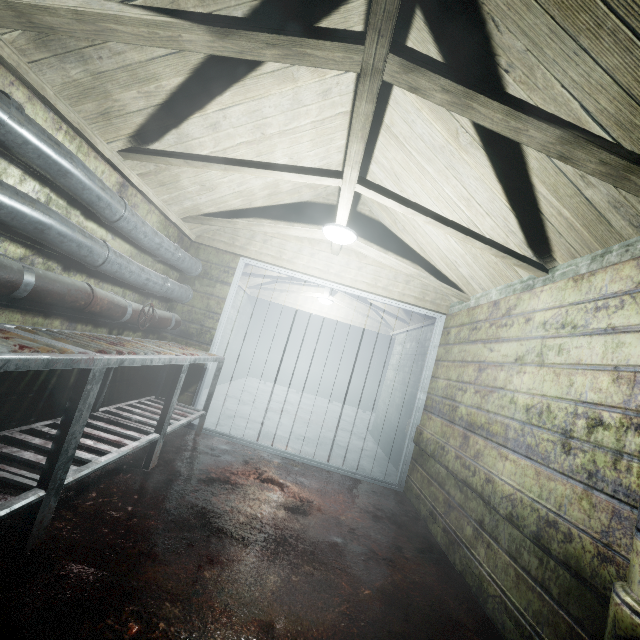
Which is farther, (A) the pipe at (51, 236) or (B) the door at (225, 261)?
(B) the door at (225, 261)

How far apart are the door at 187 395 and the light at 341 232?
1.0 meters

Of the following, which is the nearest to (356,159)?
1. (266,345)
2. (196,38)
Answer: (196,38)

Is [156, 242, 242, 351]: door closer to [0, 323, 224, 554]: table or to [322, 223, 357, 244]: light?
[0, 323, 224, 554]: table

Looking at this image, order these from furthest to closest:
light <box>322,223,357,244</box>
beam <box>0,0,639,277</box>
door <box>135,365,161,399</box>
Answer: door <box>135,365,161,399</box> → light <box>322,223,357,244</box> → beam <box>0,0,639,277</box>

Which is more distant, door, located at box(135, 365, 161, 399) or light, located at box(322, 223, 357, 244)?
door, located at box(135, 365, 161, 399)

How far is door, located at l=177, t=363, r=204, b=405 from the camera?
3.5 meters
